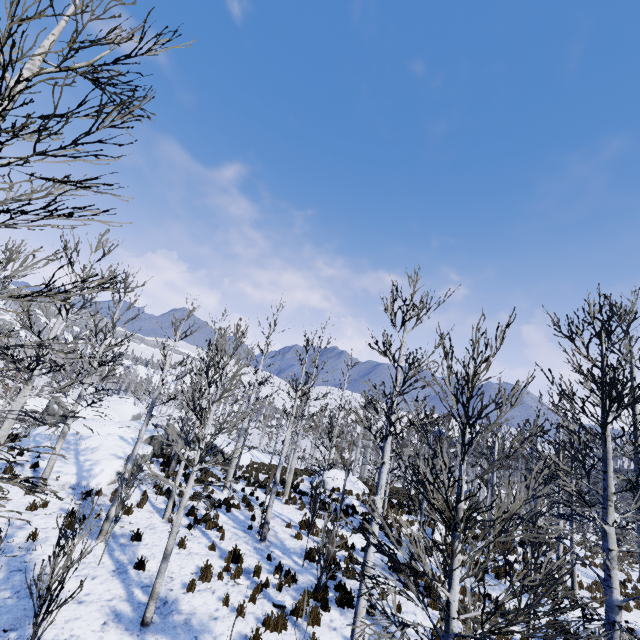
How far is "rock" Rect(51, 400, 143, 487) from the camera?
14.1m

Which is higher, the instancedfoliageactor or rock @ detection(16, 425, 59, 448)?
the instancedfoliageactor

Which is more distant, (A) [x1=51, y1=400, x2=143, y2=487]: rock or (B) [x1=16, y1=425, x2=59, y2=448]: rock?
(B) [x1=16, y1=425, x2=59, y2=448]: rock

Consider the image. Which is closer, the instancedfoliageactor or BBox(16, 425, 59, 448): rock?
the instancedfoliageactor

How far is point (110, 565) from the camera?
8.8 meters

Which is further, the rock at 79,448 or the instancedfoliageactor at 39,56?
the rock at 79,448

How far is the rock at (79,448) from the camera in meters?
14.1 m

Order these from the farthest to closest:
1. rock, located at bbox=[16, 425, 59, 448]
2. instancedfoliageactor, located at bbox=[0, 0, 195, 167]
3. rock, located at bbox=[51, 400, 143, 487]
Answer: rock, located at bbox=[16, 425, 59, 448] < rock, located at bbox=[51, 400, 143, 487] < instancedfoliageactor, located at bbox=[0, 0, 195, 167]
